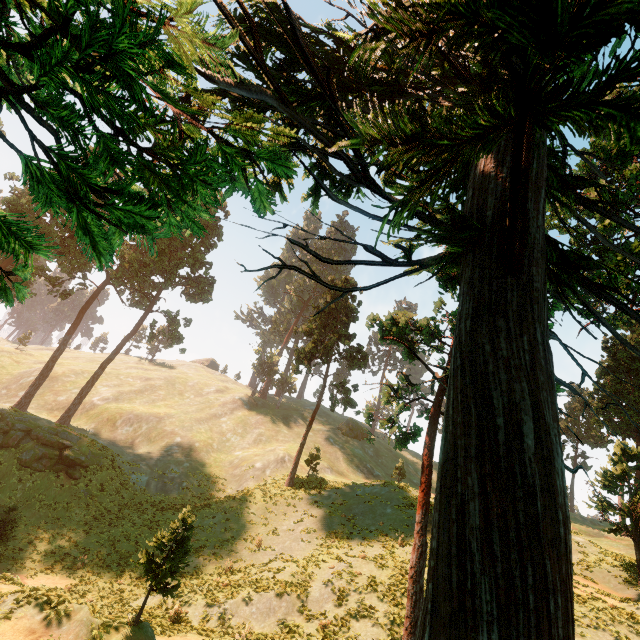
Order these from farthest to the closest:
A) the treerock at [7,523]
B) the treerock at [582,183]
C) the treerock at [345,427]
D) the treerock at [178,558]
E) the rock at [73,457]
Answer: the rock at [73,457]
the treerock at [7,523]
the treerock at [345,427]
the treerock at [178,558]
the treerock at [582,183]

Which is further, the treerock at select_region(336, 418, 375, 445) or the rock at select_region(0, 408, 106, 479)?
the rock at select_region(0, 408, 106, 479)

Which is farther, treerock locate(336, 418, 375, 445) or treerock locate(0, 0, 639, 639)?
treerock locate(336, 418, 375, 445)

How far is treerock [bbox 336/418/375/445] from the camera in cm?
1759

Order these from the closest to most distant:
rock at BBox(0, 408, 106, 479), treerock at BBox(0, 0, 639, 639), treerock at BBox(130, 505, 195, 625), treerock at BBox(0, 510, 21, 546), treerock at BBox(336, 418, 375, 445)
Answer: treerock at BBox(0, 0, 639, 639)
treerock at BBox(130, 505, 195, 625)
treerock at BBox(336, 418, 375, 445)
treerock at BBox(0, 510, 21, 546)
rock at BBox(0, 408, 106, 479)

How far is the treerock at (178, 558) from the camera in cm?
1123

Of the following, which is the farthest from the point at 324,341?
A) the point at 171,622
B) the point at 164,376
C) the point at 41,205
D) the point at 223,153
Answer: the point at 164,376
